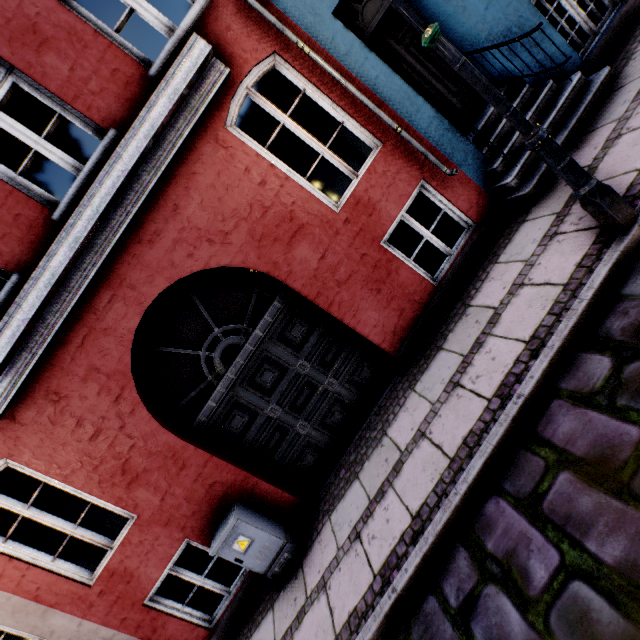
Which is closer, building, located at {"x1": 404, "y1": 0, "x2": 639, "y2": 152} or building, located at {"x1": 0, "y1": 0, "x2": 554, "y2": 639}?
building, located at {"x1": 0, "y1": 0, "x2": 554, "y2": 639}

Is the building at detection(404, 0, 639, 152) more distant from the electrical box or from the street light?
the street light

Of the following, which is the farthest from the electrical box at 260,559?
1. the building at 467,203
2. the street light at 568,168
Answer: the street light at 568,168

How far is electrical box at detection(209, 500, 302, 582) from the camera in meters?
4.1 m

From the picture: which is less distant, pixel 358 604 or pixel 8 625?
pixel 358 604
